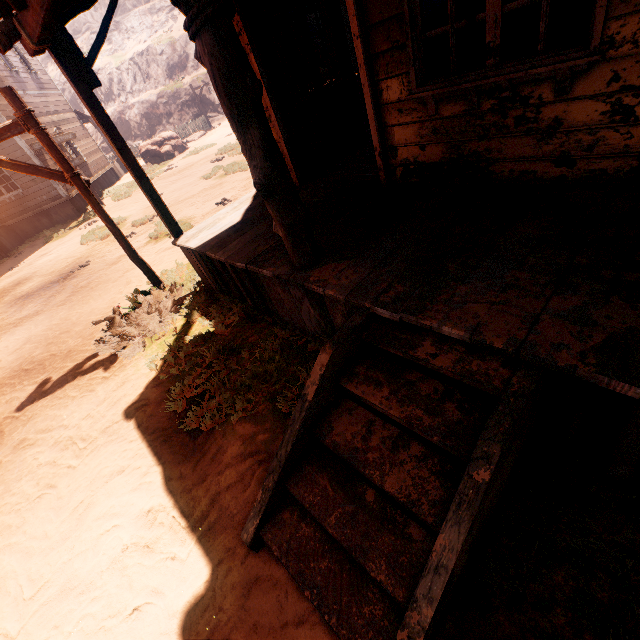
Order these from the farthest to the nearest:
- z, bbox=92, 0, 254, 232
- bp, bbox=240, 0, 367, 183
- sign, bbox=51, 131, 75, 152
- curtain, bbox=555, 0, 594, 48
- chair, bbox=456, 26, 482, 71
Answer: sign, bbox=51, 131, 75, 152, z, bbox=92, 0, 254, 232, bp, bbox=240, 0, 367, 183, chair, bbox=456, 26, 482, 71, curtain, bbox=555, 0, 594, 48

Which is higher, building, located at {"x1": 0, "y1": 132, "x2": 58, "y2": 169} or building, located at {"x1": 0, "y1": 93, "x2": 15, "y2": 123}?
building, located at {"x1": 0, "y1": 93, "x2": 15, "y2": 123}

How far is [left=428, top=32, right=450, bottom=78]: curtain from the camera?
2.83m

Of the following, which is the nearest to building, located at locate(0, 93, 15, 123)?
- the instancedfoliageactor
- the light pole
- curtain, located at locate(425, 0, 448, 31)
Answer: curtain, located at locate(425, 0, 448, 31)

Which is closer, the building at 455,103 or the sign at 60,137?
the building at 455,103

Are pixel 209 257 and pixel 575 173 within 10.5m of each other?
yes

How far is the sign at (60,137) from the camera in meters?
13.2 m

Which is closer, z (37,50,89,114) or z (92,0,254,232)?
z (92,0,254,232)
